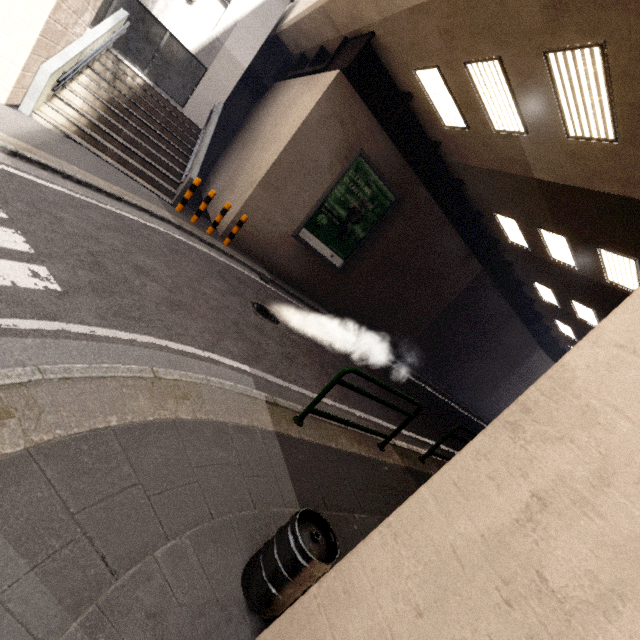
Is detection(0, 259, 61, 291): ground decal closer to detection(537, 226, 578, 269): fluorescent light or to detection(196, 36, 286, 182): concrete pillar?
detection(537, 226, 578, 269): fluorescent light

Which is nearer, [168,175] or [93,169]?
[93,169]

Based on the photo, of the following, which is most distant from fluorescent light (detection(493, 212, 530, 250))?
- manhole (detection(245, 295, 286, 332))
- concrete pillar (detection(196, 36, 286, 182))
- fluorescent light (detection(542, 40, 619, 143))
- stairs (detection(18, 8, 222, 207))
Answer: concrete pillar (detection(196, 36, 286, 182))

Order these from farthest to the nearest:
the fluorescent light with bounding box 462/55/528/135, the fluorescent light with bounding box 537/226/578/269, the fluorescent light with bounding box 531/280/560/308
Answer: the fluorescent light with bounding box 531/280/560/308, the fluorescent light with bounding box 537/226/578/269, the fluorescent light with bounding box 462/55/528/135

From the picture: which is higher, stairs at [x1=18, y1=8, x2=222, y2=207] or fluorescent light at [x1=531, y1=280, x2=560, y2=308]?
fluorescent light at [x1=531, y1=280, x2=560, y2=308]

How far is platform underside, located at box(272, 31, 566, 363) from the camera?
9.23m

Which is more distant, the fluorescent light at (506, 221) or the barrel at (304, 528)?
the fluorescent light at (506, 221)

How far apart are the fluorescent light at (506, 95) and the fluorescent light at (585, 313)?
9.43m
